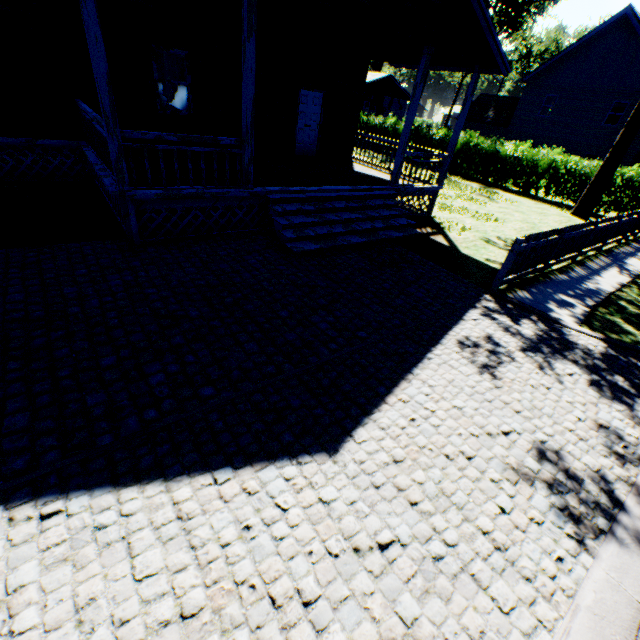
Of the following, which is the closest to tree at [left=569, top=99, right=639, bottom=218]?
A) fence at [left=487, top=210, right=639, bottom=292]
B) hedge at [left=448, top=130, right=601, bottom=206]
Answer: fence at [left=487, top=210, right=639, bottom=292]

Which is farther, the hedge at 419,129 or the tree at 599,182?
the hedge at 419,129

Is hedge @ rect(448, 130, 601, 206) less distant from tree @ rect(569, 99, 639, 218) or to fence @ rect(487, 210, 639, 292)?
tree @ rect(569, 99, 639, 218)

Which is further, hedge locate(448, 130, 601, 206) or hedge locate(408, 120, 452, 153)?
hedge locate(408, 120, 452, 153)

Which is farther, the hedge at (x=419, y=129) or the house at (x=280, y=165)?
the hedge at (x=419, y=129)

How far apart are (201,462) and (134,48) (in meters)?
10.97

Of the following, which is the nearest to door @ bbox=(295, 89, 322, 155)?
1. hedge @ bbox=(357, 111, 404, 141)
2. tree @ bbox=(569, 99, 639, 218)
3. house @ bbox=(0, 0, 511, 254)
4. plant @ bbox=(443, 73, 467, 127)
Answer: house @ bbox=(0, 0, 511, 254)

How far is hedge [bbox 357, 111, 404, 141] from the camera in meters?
25.6 m
